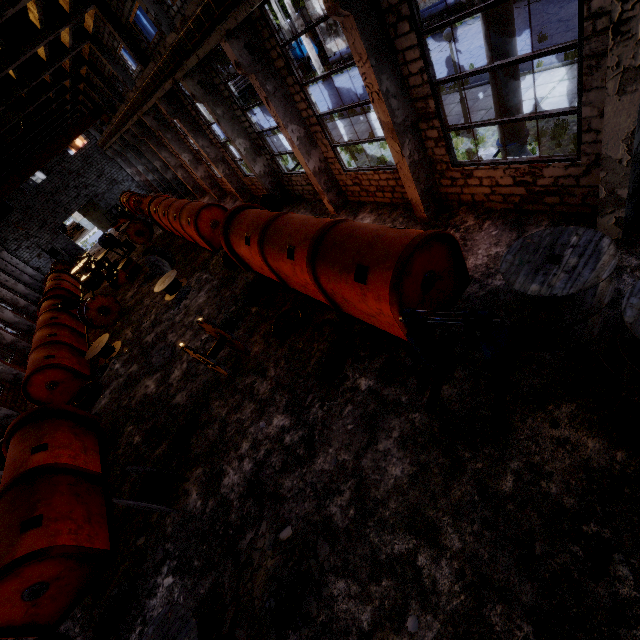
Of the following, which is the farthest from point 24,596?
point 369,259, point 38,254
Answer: point 38,254

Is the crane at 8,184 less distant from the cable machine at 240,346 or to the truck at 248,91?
the cable machine at 240,346

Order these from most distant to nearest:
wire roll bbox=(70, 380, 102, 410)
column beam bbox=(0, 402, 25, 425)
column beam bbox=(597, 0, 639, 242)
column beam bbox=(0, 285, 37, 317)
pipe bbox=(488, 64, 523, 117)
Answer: column beam bbox=(0, 285, 37, 317), column beam bbox=(0, 402, 25, 425), wire roll bbox=(70, 380, 102, 410), pipe bbox=(488, 64, 523, 117), column beam bbox=(597, 0, 639, 242)

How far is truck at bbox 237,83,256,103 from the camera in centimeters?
4838cm

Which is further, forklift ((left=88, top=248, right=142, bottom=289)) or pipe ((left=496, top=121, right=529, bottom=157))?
forklift ((left=88, top=248, right=142, bottom=289))

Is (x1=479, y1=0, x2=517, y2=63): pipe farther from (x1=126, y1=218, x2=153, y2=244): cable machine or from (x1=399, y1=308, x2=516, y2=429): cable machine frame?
(x1=126, y1=218, x2=153, y2=244): cable machine

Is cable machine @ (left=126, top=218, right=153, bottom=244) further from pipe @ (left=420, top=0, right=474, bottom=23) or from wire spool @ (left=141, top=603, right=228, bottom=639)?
wire spool @ (left=141, top=603, right=228, bottom=639)

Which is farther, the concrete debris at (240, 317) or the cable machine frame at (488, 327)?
the concrete debris at (240, 317)
